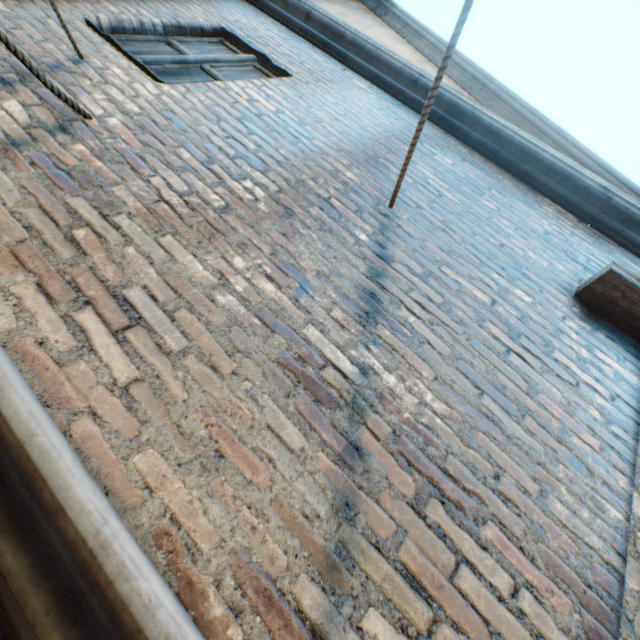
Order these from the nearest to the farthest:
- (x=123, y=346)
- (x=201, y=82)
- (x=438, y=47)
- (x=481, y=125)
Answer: (x=123, y=346)
(x=201, y=82)
(x=481, y=125)
(x=438, y=47)
